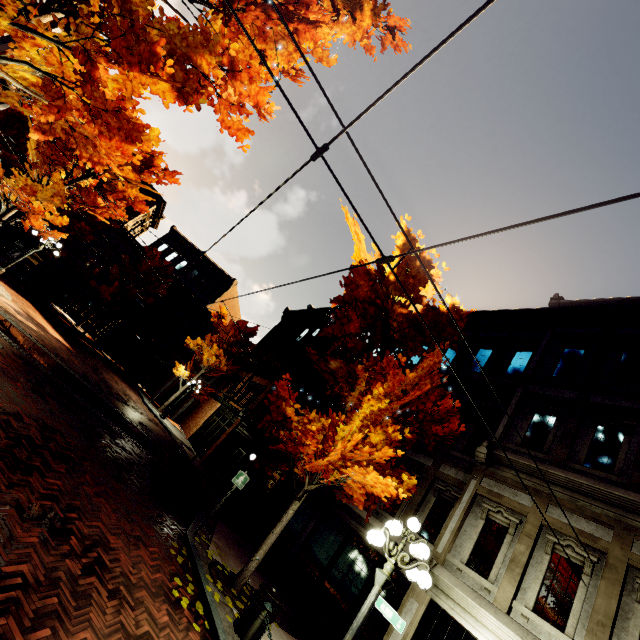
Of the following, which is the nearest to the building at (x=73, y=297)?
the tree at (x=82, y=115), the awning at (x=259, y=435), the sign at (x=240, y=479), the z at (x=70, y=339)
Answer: the awning at (x=259, y=435)

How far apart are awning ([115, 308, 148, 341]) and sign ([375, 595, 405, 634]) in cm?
2988

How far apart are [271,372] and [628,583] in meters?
20.9 m

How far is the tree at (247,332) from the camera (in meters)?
27.85

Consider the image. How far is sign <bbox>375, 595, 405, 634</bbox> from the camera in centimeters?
495cm

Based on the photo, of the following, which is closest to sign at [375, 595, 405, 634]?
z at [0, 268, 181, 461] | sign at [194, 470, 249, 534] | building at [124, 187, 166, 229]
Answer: building at [124, 187, 166, 229]

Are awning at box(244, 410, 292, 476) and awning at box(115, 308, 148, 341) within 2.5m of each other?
no

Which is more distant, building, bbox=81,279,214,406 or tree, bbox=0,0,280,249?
building, bbox=81,279,214,406
